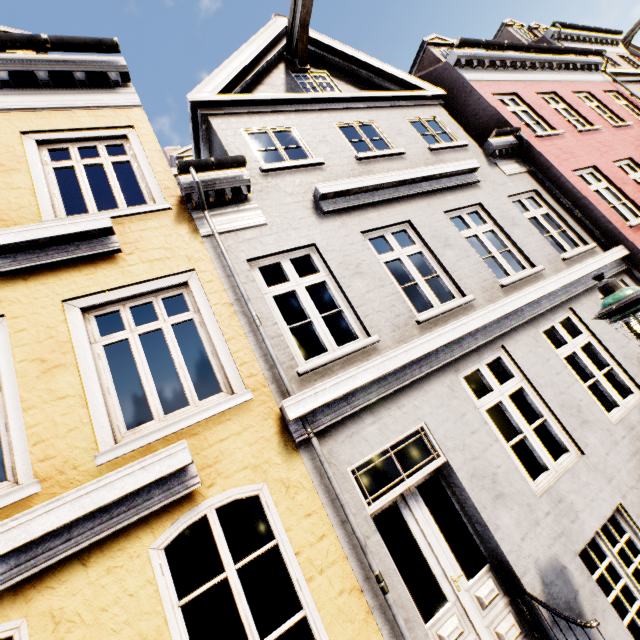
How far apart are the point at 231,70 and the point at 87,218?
4.6m
